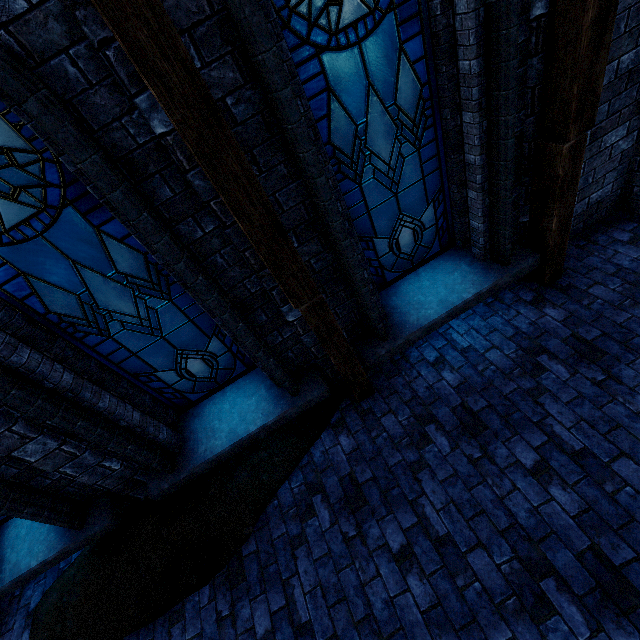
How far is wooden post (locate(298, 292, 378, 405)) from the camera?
3.0m

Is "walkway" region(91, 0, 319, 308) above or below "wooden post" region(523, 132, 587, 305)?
above

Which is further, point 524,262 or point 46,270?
point 524,262

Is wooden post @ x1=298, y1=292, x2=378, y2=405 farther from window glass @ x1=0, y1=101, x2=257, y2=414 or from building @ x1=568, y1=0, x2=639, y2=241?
window glass @ x1=0, y1=101, x2=257, y2=414

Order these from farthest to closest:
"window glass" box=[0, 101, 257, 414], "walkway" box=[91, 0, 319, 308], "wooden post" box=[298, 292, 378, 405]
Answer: "wooden post" box=[298, 292, 378, 405] < "window glass" box=[0, 101, 257, 414] < "walkway" box=[91, 0, 319, 308]

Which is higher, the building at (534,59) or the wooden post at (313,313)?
the building at (534,59)

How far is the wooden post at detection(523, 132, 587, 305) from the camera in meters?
3.1

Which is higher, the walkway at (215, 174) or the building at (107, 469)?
the walkway at (215, 174)
